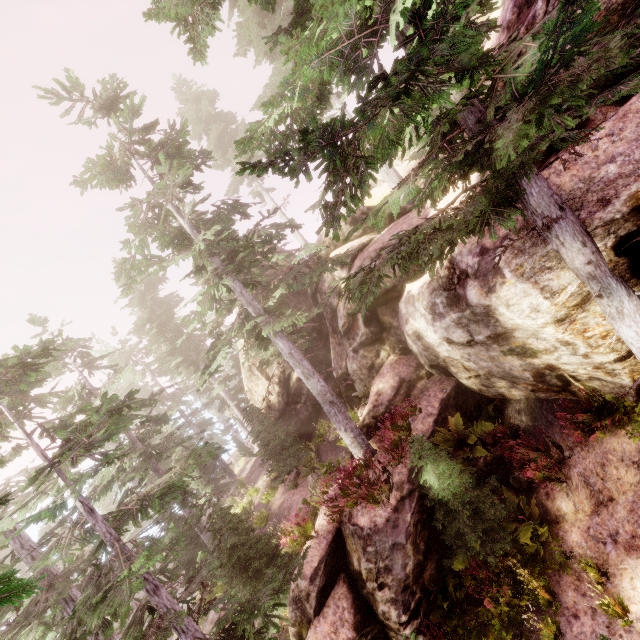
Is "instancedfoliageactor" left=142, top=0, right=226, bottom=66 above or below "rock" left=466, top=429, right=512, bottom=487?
above

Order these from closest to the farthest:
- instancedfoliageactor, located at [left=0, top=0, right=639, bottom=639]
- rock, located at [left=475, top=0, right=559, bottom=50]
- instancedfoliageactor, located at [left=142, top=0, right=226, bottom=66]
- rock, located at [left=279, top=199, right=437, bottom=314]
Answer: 1. instancedfoliageactor, located at [left=0, top=0, right=639, bottom=639]
2. instancedfoliageactor, located at [left=142, top=0, right=226, bottom=66]
3. rock, located at [left=475, top=0, right=559, bottom=50]
4. rock, located at [left=279, top=199, right=437, bottom=314]

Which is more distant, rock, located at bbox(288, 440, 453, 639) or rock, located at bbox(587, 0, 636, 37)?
rock, located at bbox(288, 440, 453, 639)

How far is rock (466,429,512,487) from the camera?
10.1m

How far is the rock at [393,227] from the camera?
15.34m

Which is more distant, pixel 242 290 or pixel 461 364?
pixel 242 290

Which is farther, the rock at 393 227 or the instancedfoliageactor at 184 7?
the rock at 393 227
